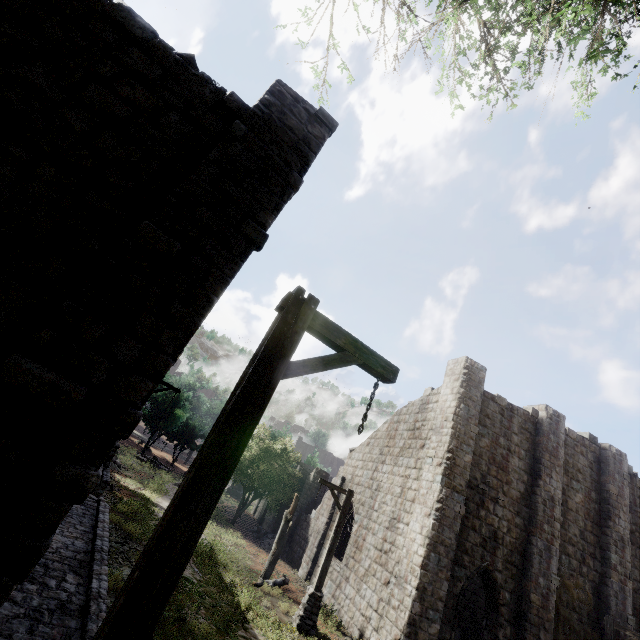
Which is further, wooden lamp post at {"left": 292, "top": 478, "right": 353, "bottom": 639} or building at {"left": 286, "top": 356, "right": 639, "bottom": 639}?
building at {"left": 286, "top": 356, "right": 639, "bottom": 639}

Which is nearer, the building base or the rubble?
the building base

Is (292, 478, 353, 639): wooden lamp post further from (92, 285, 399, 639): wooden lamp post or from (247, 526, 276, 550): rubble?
(92, 285, 399, 639): wooden lamp post

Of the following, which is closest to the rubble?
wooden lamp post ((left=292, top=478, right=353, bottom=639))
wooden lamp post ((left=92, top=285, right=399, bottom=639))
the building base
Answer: wooden lamp post ((left=292, top=478, right=353, bottom=639))

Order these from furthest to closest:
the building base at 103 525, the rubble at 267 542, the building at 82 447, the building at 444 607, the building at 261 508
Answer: the building at 261 508
the rubble at 267 542
the building at 444 607
the building base at 103 525
the building at 82 447

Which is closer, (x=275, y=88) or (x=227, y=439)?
(x=227, y=439)

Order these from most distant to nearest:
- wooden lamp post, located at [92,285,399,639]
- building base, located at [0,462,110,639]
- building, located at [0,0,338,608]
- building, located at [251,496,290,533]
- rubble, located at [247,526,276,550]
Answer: building, located at [251,496,290,533] < rubble, located at [247,526,276,550] < building base, located at [0,462,110,639] < building, located at [0,0,338,608] < wooden lamp post, located at [92,285,399,639]

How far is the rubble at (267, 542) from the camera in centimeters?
2257cm
